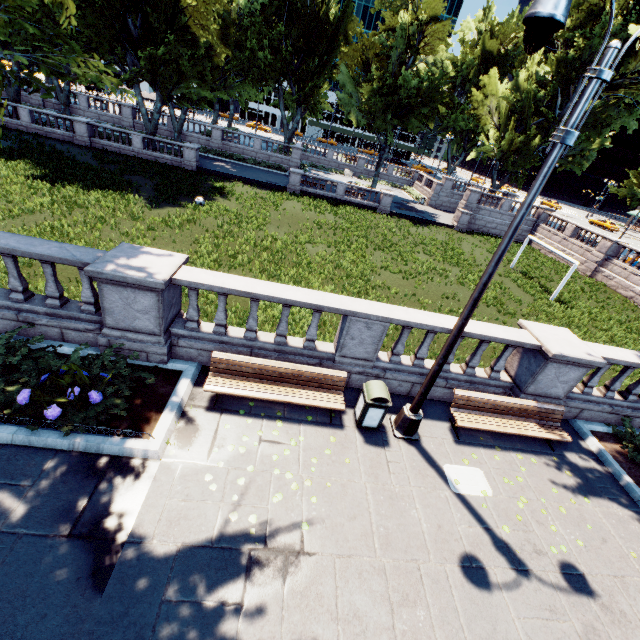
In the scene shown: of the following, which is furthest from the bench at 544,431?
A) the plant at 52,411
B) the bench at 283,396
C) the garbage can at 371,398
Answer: the plant at 52,411

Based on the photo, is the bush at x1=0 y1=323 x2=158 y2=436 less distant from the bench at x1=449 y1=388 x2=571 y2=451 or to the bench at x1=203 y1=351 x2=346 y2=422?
the bench at x1=203 y1=351 x2=346 y2=422

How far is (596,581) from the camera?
5.5 meters

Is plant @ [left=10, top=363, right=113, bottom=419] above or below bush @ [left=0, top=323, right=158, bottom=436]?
above

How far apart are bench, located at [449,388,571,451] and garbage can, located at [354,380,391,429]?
1.7m

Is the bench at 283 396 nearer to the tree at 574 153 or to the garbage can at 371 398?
the garbage can at 371 398

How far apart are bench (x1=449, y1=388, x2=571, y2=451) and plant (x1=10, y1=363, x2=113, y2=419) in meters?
7.2

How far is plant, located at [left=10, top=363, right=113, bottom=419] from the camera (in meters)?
5.30
